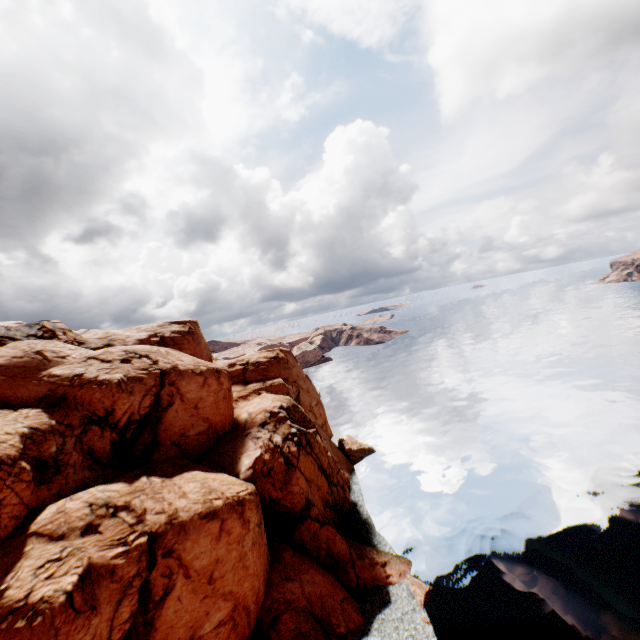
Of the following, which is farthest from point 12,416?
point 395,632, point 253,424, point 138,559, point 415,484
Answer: point 415,484
